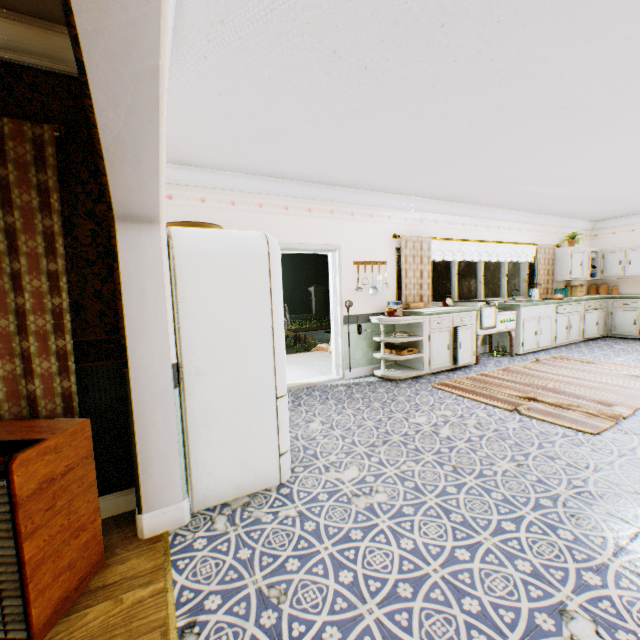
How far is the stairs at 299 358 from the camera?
5.8m

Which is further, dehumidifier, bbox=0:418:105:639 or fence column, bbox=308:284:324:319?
fence column, bbox=308:284:324:319

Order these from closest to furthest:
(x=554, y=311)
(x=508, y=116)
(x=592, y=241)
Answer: (x=508, y=116)
(x=554, y=311)
(x=592, y=241)

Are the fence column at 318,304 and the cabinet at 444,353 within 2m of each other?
no

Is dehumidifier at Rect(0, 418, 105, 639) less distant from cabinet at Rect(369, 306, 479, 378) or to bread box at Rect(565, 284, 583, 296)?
cabinet at Rect(369, 306, 479, 378)

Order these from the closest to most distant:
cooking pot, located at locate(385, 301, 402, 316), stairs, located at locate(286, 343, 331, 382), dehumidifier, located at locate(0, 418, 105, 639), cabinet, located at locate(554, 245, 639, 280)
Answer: dehumidifier, located at locate(0, 418, 105, 639), cooking pot, located at locate(385, 301, 402, 316), stairs, located at locate(286, 343, 331, 382), cabinet, located at locate(554, 245, 639, 280)

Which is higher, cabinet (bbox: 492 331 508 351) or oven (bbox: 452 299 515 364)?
oven (bbox: 452 299 515 364)

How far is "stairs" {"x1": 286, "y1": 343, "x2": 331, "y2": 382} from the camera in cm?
584
